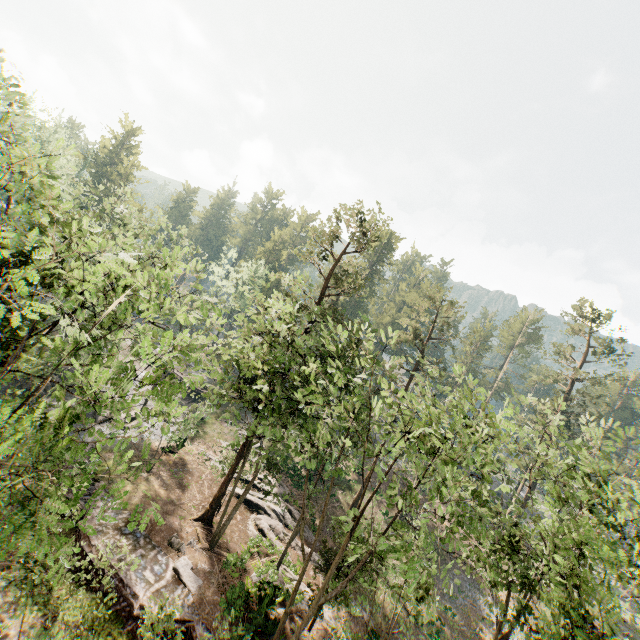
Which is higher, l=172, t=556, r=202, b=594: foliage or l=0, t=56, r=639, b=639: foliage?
l=0, t=56, r=639, b=639: foliage

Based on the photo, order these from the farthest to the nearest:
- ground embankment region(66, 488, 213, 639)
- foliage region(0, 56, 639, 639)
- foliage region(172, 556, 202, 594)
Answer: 1. foliage region(172, 556, 202, 594)
2. ground embankment region(66, 488, 213, 639)
3. foliage region(0, 56, 639, 639)

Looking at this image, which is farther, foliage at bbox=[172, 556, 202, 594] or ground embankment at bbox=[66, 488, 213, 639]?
foliage at bbox=[172, 556, 202, 594]

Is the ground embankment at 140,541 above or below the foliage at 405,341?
below

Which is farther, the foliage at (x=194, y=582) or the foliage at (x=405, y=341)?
the foliage at (x=194, y=582)

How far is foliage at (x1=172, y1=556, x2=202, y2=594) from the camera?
18.78m

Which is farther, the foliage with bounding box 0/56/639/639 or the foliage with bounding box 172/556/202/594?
the foliage with bounding box 172/556/202/594

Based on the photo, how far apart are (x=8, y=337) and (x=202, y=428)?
26.7 meters
